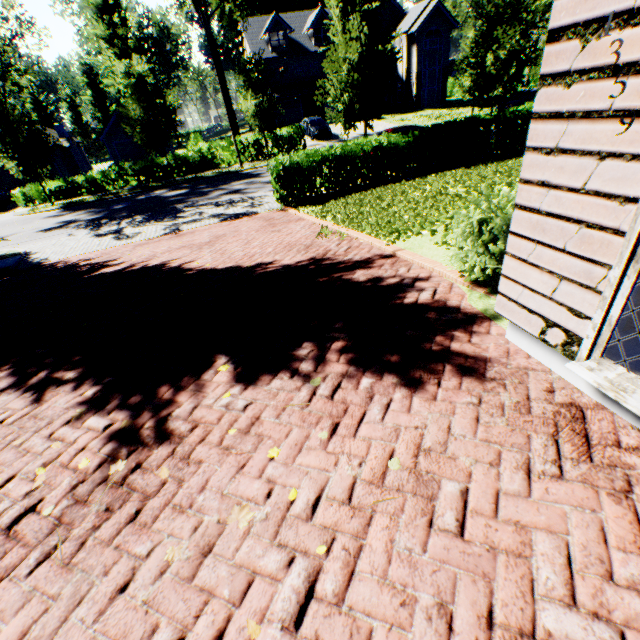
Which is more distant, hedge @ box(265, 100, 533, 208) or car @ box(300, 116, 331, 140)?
car @ box(300, 116, 331, 140)

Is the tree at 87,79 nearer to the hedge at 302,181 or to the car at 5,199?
the hedge at 302,181

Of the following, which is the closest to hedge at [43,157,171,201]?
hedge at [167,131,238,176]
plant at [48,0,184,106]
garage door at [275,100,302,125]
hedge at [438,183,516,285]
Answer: hedge at [167,131,238,176]

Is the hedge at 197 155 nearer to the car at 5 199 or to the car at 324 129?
the car at 5 199

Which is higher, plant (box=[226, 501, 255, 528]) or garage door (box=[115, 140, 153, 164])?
garage door (box=[115, 140, 153, 164])

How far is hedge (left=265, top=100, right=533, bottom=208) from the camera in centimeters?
1228cm

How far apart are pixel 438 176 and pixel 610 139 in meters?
12.0 m

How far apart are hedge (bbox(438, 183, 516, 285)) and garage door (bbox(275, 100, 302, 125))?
41.2m
